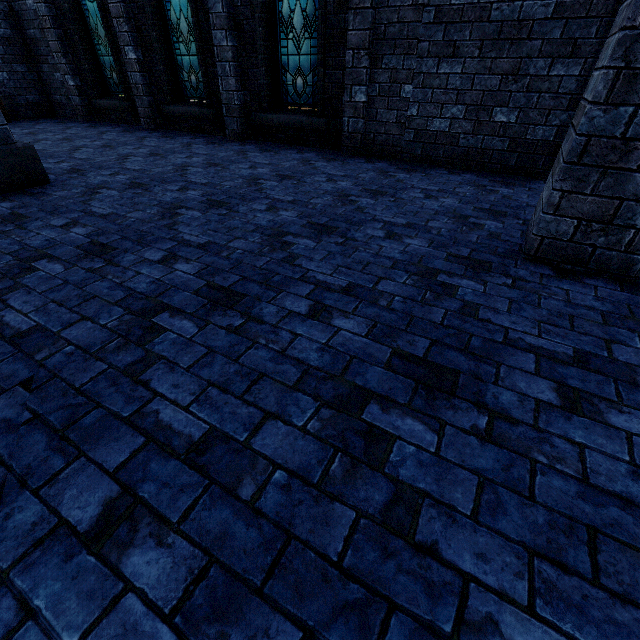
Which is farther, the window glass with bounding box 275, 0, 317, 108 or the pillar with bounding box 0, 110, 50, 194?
the window glass with bounding box 275, 0, 317, 108

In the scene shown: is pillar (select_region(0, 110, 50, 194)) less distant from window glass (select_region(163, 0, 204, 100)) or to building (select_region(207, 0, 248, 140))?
building (select_region(207, 0, 248, 140))

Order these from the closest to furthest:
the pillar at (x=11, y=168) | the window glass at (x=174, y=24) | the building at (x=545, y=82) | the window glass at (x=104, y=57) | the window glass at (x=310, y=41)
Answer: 1. the building at (x=545, y=82)
2. the pillar at (x=11, y=168)
3. the window glass at (x=310, y=41)
4. the window glass at (x=174, y=24)
5. the window glass at (x=104, y=57)

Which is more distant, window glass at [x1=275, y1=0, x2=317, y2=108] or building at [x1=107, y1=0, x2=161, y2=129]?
building at [x1=107, y1=0, x2=161, y2=129]

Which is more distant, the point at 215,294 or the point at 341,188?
the point at 341,188

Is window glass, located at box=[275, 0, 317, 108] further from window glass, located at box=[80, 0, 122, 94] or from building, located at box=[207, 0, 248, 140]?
window glass, located at box=[80, 0, 122, 94]

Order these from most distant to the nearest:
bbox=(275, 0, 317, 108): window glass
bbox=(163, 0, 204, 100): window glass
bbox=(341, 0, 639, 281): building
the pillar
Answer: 1. bbox=(163, 0, 204, 100): window glass
2. bbox=(275, 0, 317, 108): window glass
3. the pillar
4. bbox=(341, 0, 639, 281): building

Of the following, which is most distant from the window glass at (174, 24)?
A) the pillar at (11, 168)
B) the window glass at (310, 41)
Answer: the pillar at (11, 168)
